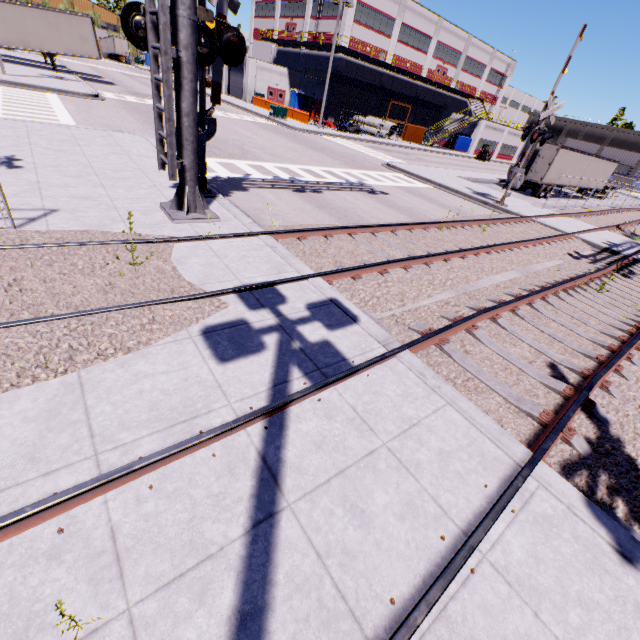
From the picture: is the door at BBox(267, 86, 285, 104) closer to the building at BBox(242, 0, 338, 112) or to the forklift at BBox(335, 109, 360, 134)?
the building at BBox(242, 0, 338, 112)

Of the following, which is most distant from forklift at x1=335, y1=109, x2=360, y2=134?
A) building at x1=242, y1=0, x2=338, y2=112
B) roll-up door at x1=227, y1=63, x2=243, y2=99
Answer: roll-up door at x1=227, y1=63, x2=243, y2=99

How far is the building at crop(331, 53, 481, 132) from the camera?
41.06m

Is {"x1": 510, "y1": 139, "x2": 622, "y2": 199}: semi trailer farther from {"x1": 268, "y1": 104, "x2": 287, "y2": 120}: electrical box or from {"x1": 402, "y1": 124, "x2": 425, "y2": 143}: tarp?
{"x1": 268, "y1": 104, "x2": 287, "y2": 120}: electrical box

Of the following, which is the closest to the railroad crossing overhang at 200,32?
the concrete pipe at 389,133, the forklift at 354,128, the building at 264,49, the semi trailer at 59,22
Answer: the semi trailer at 59,22

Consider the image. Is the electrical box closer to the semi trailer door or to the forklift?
the forklift

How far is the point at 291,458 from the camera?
3.19m

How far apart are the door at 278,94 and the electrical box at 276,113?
14.2m
